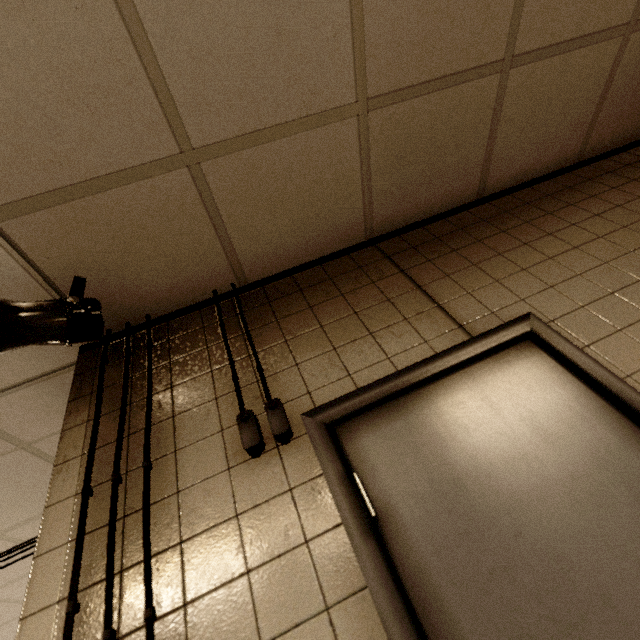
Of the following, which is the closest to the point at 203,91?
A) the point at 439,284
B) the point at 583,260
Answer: the point at 439,284

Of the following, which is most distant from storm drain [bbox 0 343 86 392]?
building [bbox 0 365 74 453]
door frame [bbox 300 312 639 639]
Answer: door frame [bbox 300 312 639 639]

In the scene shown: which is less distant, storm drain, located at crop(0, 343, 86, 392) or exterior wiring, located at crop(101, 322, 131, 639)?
exterior wiring, located at crop(101, 322, 131, 639)

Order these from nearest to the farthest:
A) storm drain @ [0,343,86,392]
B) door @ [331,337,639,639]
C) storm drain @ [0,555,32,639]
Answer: door @ [331,337,639,639], storm drain @ [0,343,86,392], storm drain @ [0,555,32,639]

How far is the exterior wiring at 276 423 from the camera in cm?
104

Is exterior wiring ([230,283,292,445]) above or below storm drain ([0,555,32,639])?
below
